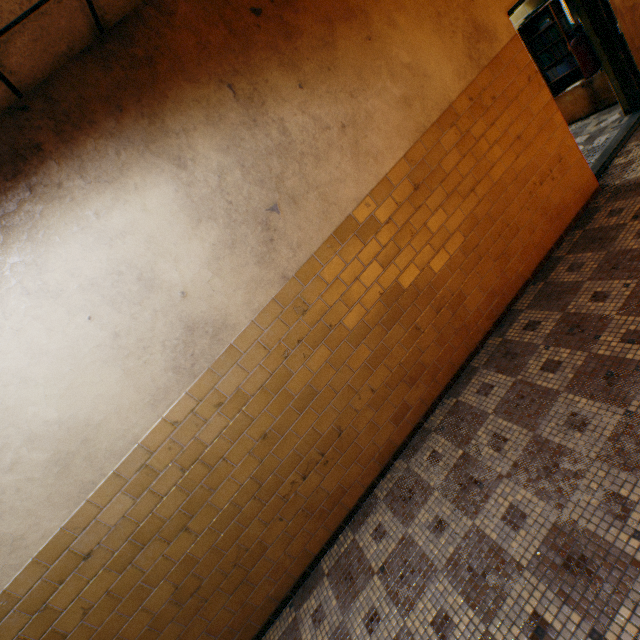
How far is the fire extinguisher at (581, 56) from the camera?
4.23m

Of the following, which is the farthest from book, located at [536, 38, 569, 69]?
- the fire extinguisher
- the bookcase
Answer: the fire extinguisher

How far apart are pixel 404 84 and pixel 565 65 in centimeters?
422cm

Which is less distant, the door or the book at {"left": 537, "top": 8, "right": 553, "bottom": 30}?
the door

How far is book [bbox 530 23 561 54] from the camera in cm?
481

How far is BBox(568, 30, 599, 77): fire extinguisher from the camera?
4.2 meters

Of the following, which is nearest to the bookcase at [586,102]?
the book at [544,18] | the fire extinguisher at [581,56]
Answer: the book at [544,18]
